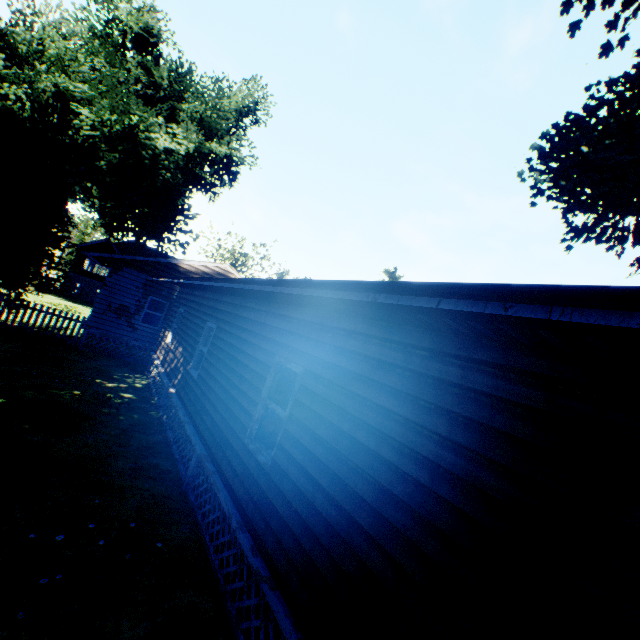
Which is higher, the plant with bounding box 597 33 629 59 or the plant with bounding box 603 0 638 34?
the plant with bounding box 603 0 638 34

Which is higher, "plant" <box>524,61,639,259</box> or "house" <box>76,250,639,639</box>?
"plant" <box>524,61,639,259</box>

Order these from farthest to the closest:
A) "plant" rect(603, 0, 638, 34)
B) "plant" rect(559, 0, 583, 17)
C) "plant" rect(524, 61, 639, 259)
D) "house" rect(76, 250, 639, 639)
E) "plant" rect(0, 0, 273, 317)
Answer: "plant" rect(524, 61, 639, 259) < "plant" rect(559, 0, 583, 17) < "plant" rect(603, 0, 638, 34) < "plant" rect(0, 0, 273, 317) < "house" rect(76, 250, 639, 639)

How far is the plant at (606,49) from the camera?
10.95m

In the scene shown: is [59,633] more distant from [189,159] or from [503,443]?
[189,159]

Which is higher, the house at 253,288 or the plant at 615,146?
the plant at 615,146

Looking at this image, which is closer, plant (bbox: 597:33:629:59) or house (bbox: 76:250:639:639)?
house (bbox: 76:250:639:639)
